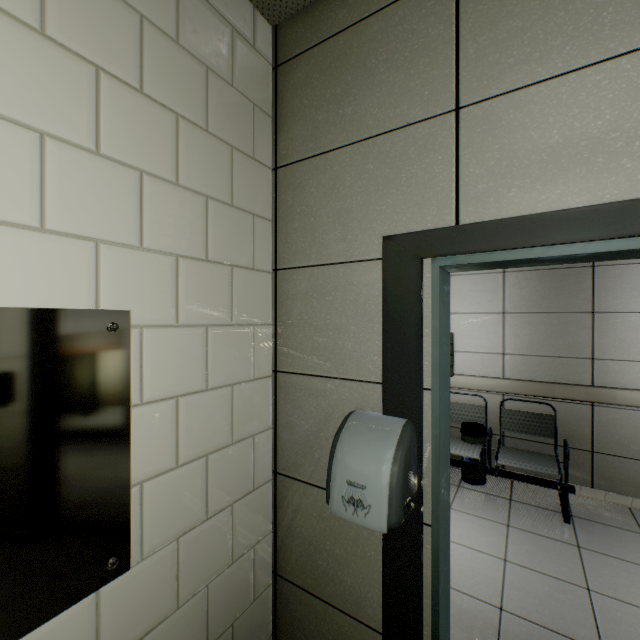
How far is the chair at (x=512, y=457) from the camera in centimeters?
309cm

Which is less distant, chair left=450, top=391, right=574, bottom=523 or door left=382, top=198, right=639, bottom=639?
door left=382, top=198, right=639, bottom=639

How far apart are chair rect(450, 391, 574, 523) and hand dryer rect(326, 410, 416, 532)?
2.6m

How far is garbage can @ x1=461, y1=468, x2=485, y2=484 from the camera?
3.6 meters

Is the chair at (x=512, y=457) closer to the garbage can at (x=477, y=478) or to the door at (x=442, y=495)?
the garbage can at (x=477, y=478)

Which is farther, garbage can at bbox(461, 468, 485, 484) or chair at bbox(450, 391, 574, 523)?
garbage can at bbox(461, 468, 485, 484)

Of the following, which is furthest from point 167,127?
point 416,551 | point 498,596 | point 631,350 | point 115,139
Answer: point 631,350
